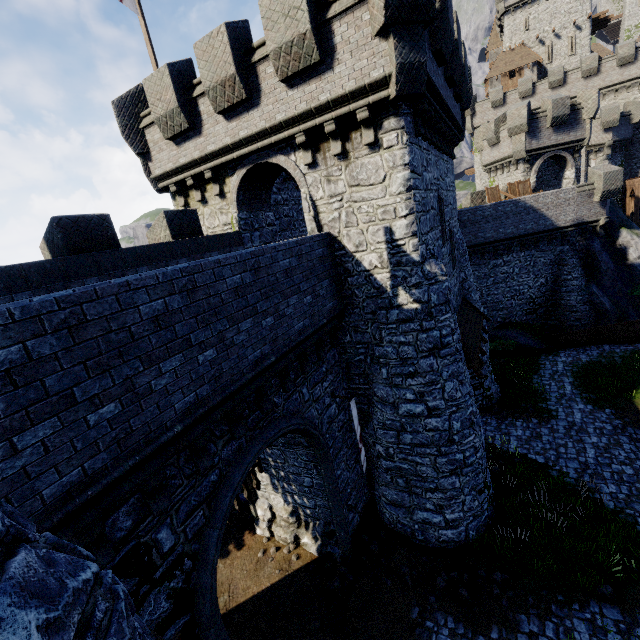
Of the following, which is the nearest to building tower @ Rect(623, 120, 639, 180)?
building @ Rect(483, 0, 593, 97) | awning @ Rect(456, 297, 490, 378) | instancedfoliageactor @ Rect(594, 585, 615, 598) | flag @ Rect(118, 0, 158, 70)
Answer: building @ Rect(483, 0, 593, 97)

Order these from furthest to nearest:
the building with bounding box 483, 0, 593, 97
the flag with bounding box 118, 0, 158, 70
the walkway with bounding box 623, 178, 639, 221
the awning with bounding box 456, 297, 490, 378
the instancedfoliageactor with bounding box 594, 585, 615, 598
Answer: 1. the building with bounding box 483, 0, 593, 97
2. the walkway with bounding box 623, 178, 639, 221
3. the awning with bounding box 456, 297, 490, 378
4. the flag with bounding box 118, 0, 158, 70
5. the instancedfoliageactor with bounding box 594, 585, 615, 598

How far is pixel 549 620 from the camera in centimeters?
858cm

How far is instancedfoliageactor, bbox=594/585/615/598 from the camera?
8.78m

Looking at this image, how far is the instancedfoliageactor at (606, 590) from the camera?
8.8 meters

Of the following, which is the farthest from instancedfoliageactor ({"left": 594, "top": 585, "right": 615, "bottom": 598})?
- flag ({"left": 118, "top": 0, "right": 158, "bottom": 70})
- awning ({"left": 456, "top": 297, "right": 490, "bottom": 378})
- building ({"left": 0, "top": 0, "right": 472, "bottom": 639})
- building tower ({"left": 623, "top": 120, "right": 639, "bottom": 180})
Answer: building tower ({"left": 623, "top": 120, "right": 639, "bottom": 180})

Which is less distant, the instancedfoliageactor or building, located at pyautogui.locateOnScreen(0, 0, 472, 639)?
building, located at pyautogui.locateOnScreen(0, 0, 472, 639)

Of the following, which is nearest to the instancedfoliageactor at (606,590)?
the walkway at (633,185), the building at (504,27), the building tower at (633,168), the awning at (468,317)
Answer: the awning at (468,317)
